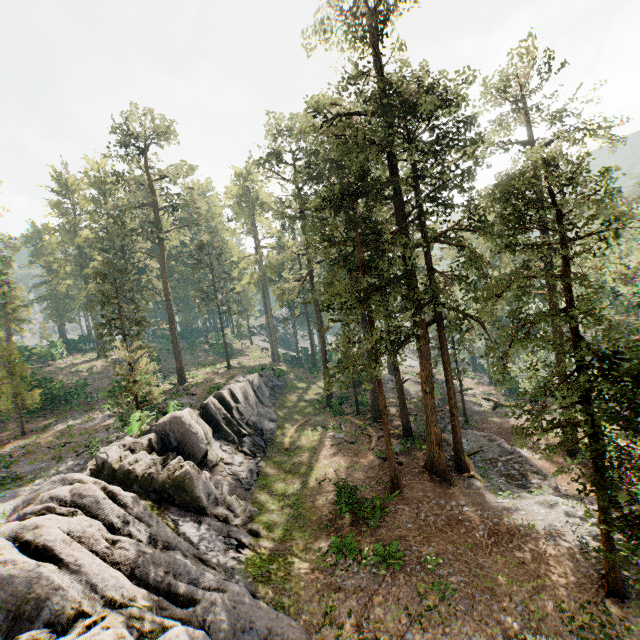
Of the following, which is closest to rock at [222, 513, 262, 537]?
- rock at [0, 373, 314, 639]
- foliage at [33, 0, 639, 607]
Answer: rock at [0, 373, 314, 639]

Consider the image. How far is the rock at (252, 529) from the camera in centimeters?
1662cm

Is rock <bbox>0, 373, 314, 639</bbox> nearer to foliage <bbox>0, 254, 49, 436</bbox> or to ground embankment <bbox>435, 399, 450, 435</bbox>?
foliage <bbox>0, 254, 49, 436</bbox>

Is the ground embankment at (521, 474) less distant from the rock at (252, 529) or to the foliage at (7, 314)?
the foliage at (7, 314)

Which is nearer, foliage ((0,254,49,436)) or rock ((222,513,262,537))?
rock ((222,513,262,537))

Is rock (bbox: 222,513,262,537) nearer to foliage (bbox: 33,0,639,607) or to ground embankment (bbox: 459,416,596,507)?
foliage (bbox: 33,0,639,607)

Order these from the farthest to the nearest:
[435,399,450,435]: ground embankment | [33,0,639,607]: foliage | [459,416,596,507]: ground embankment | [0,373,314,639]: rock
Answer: [435,399,450,435]: ground embankment < [459,416,596,507]: ground embankment < [33,0,639,607]: foliage < [0,373,314,639]: rock

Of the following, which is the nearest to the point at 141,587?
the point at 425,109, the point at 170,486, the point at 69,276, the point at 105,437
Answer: the point at 170,486
